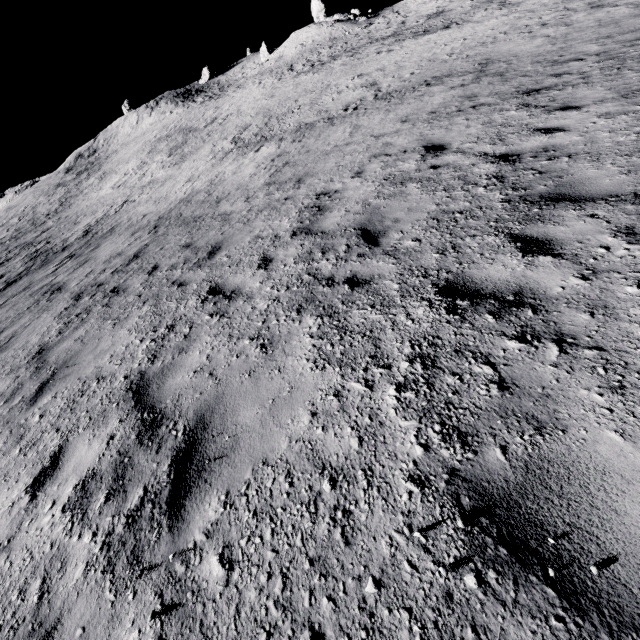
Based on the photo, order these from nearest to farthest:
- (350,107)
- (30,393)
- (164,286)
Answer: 1. (30,393)
2. (164,286)
3. (350,107)
